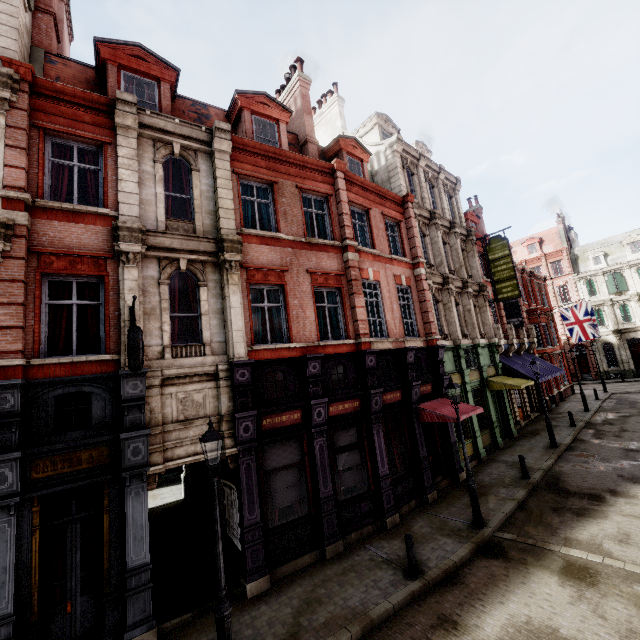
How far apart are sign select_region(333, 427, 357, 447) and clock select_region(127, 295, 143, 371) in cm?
673

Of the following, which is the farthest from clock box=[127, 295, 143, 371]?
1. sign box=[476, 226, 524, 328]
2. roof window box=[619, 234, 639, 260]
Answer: roof window box=[619, 234, 639, 260]

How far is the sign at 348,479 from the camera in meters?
11.0

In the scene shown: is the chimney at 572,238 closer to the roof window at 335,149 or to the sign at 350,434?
the roof window at 335,149

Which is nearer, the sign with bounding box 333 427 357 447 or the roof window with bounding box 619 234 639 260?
the sign with bounding box 333 427 357 447

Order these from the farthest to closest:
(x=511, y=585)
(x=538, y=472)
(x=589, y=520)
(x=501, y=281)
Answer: (x=501, y=281) < (x=538, y=472) < (x=589, y=520) < (x=511, y=585)

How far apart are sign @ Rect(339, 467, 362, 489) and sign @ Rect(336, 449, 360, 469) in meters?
0.1 m

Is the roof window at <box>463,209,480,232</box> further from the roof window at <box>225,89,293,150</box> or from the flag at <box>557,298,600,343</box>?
the roof window at <box>225,89,293,150</box>
